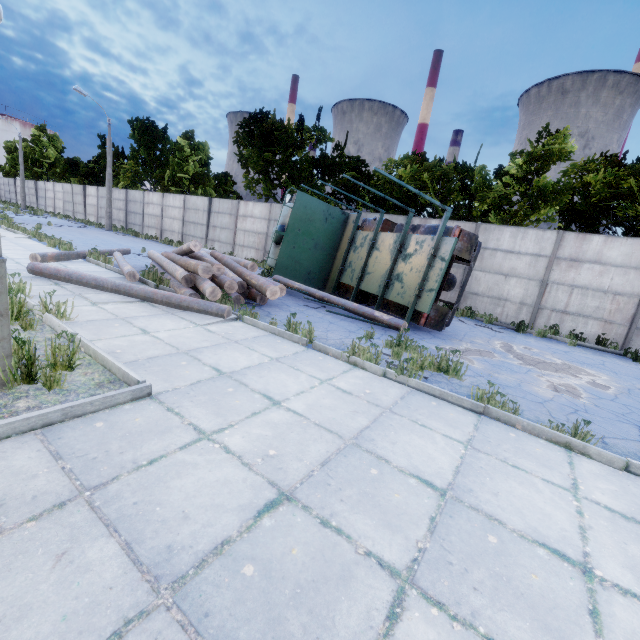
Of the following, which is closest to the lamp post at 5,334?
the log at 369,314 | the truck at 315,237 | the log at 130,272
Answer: the log at 130,272

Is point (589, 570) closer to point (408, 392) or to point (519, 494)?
point (519, 494)

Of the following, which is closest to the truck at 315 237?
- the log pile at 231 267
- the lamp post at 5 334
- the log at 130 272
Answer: the log pile at 231 267

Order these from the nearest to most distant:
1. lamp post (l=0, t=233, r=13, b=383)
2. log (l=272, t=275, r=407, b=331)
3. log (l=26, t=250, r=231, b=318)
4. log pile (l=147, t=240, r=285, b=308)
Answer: lamp post (l=0, t=233, r=13, b=383) → log (l=26, t=250, r=231, b=318) → log pile (l=147, t=240, r=285, b=308) → log (l=272, t=275, r=407, b=331)

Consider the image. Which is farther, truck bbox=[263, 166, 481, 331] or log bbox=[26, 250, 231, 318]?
truck bbox=[263, 166, 481, 331]

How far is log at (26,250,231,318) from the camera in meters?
6.9

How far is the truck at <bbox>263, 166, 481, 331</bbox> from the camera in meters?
8.4 m
